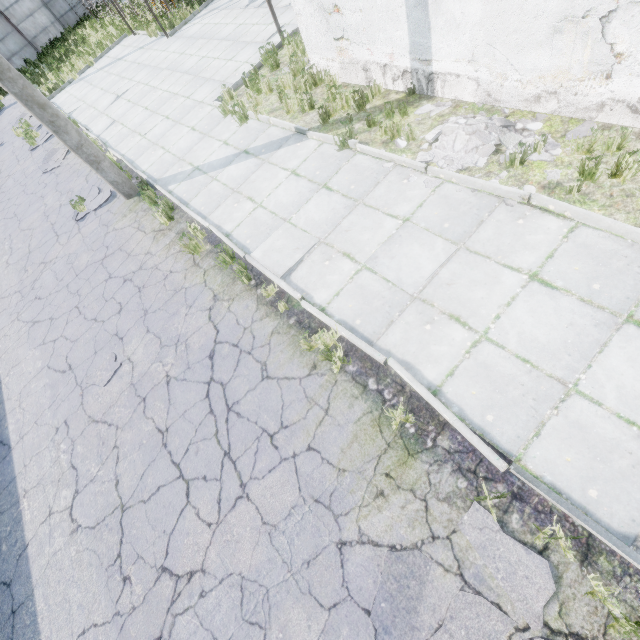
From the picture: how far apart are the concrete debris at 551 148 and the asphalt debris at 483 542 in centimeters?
407cm

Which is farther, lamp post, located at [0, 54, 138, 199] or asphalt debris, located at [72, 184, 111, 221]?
asphalt debris, located at [72, 184, 111, 221]

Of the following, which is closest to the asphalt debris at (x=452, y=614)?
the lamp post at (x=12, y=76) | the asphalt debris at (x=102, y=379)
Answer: the asphalt debris at (x=102, y=379)

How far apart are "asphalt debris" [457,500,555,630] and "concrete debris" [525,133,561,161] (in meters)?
4.07

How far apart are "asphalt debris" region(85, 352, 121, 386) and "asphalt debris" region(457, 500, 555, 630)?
5.3m

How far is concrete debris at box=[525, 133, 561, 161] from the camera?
4.72m

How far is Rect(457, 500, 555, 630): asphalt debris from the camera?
2.7 meters

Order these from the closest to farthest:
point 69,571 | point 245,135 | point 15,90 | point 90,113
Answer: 1. point 69,571
2. point 15,90
3. point 245,135
4. point 90,113
